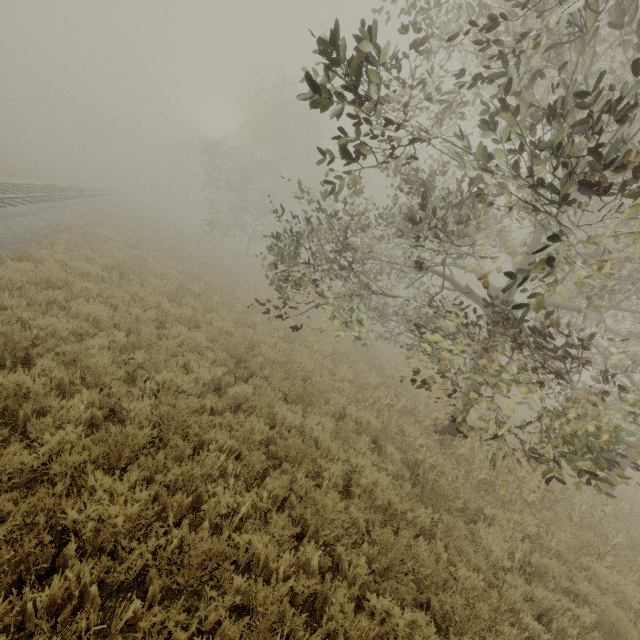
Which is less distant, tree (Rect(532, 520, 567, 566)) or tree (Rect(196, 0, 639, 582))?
tree (Rect(196, 0, 639, 582))

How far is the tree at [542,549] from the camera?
5.41m

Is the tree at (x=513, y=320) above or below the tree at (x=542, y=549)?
above

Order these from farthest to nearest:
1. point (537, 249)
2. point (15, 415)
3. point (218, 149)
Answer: point (218, 149) < point (537, 249) < point (15, 415)

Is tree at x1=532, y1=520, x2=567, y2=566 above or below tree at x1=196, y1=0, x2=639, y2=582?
below

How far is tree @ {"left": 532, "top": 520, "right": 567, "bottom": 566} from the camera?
5.4m
